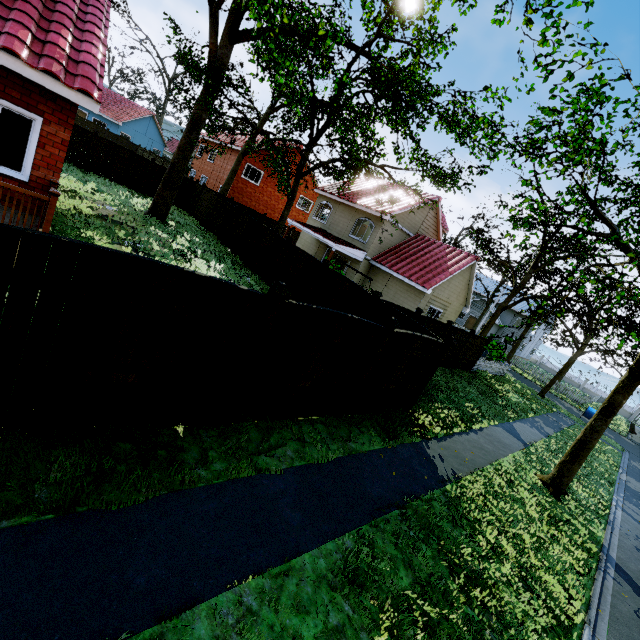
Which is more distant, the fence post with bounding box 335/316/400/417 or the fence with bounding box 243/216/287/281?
the fence with bounding box 243/216/287/281

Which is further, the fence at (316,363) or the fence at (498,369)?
the fence at (498,369)

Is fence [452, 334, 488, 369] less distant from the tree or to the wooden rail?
the tree

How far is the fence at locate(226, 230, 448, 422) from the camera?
5.3m

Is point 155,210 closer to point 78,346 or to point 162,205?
point 162,205

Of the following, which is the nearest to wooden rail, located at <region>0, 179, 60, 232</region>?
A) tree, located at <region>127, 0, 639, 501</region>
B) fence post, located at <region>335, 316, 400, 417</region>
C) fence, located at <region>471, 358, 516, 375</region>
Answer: fence post, located at <region>335, 316, 400, 417</region>

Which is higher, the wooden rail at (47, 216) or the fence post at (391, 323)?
the fence post at (391, 323)

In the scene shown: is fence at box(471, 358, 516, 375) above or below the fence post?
below
